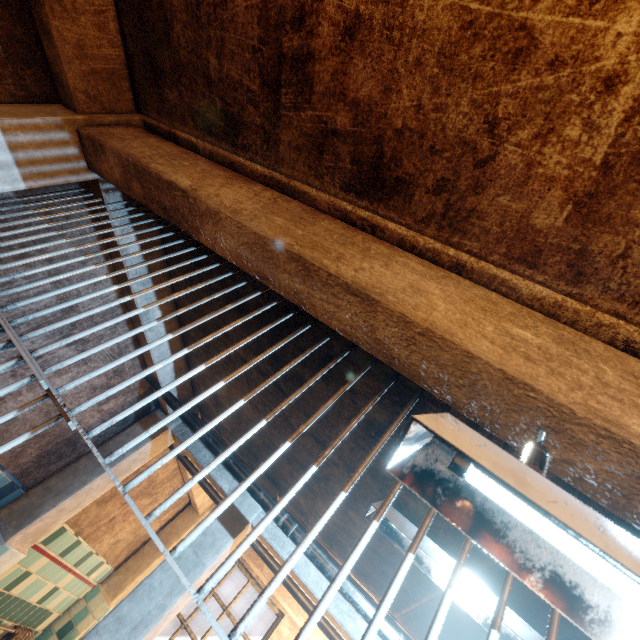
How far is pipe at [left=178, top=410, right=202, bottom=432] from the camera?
2.82m

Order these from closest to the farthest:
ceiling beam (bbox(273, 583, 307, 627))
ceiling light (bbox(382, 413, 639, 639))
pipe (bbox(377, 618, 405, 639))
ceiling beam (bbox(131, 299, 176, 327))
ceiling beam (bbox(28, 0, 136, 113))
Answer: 1. ceiling light (bbox(382, 413, 639, 639))
2. ceiling beam (bbox(28, 0, 136, 113))
3. pipe (bbox(377, 618, 405, 639))
4. ceiling beam (bbox(131, 299, 176, 327))
5. ceiling beam (bbox(273, 583, 307, 627))

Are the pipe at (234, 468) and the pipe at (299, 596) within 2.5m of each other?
yes

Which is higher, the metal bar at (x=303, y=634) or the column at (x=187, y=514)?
the column at (x=187, y=514)

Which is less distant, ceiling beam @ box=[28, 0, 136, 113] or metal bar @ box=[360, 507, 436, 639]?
metal bar @ box=[360, 507, 436, 639]

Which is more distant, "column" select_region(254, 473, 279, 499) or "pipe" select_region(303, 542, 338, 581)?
"column" select_region(254, 473, 279, 499)

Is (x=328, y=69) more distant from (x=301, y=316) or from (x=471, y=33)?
(x=301, y=316)

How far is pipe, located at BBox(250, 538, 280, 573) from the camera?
3.3 meters
